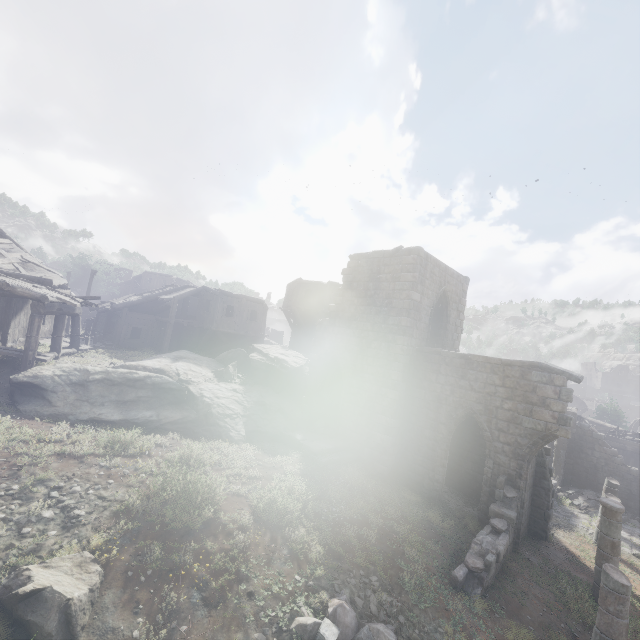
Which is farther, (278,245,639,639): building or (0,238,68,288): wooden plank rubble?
(0,238,68,288): wooden plank rubble

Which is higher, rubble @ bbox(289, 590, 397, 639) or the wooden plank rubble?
the wooden plank rubble

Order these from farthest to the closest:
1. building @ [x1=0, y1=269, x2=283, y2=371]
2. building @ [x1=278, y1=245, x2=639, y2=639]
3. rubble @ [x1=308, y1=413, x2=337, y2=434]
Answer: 1. rubble @ [x1=308, y1=413, x2=337, y2=434]
2. building @ [x1=0, y1=269, x2=283, y2=371]
3. building @ [x1=278, y1=245, x2=639, y2=639]

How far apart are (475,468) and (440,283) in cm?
920

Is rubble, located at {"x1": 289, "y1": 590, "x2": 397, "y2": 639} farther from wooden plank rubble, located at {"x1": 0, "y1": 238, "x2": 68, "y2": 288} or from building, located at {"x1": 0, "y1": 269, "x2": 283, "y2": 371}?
wooden plank rubble, located at {"x1": 0, "y1": 238, "x2": 68, "y2": 288}

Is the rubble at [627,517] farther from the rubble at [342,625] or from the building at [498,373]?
the rubble at [342,625]

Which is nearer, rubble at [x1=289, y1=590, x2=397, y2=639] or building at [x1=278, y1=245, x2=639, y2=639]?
rubble at [x1=289, y1=590, x2=397, y2=639]

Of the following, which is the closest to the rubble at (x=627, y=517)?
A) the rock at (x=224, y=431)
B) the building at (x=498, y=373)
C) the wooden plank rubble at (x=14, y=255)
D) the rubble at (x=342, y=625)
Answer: the building at (x=498, y=373)
